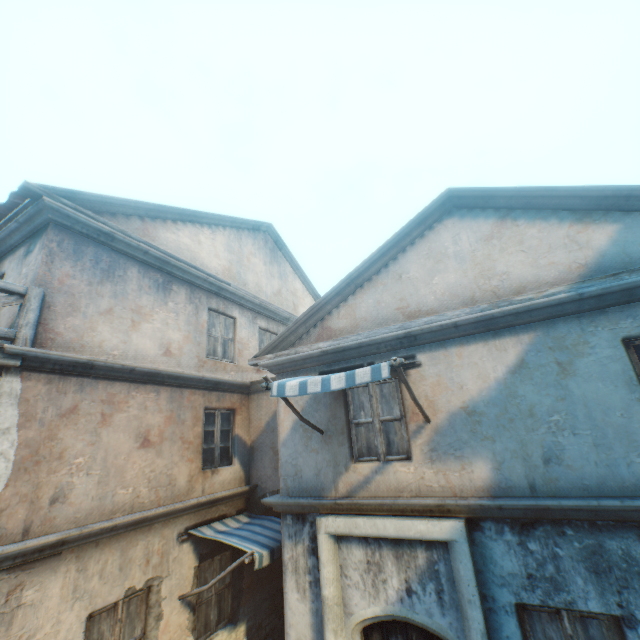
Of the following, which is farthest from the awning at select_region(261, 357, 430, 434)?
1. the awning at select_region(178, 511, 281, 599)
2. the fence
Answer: the fence

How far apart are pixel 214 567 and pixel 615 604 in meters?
A: 6.6 m

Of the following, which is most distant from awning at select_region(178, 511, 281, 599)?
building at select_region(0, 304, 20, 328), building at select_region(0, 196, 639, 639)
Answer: building at select_region(0, 304, 20, 328)

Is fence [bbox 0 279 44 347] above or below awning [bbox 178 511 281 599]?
above

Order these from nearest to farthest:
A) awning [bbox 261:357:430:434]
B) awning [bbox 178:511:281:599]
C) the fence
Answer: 1. awning [bbox 261:357:430:434]
2. the fence
3. awning [bbox 178:511:281:599]

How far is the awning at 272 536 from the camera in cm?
555

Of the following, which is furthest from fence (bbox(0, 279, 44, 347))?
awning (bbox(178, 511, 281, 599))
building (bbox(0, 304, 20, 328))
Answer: awning (bbox(178, 511, 281, 599))

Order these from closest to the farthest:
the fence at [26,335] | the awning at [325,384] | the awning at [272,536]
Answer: the awning at [325,384] → the fence at [26,335] → the awning at [272,536]
